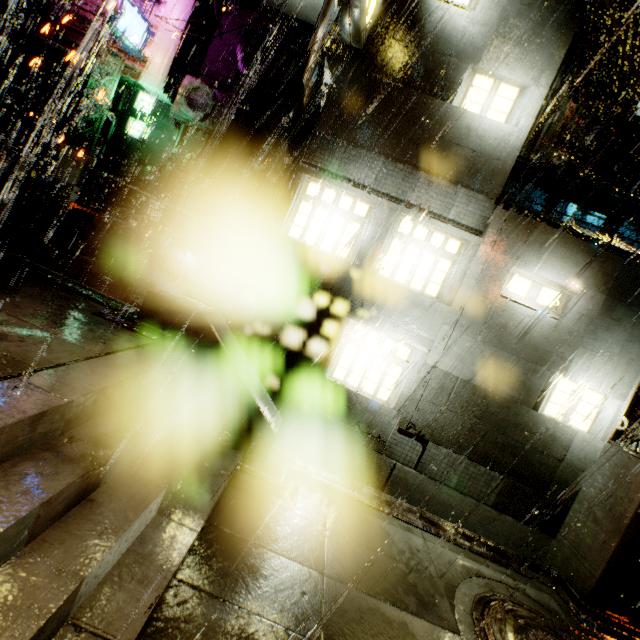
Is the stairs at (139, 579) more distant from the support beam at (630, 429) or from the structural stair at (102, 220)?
the support beam at (630, 429)

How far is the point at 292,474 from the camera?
6.2 meters

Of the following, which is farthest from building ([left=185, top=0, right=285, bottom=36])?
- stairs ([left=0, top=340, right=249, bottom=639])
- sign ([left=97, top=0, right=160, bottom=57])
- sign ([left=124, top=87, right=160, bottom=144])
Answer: stairs ([left=0, top=340, right=249, bottom=639])

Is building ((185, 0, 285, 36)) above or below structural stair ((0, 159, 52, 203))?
above

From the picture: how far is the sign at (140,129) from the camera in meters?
16.5

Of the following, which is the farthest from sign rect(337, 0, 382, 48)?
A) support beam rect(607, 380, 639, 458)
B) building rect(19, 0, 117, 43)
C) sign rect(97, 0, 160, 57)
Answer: sign rect(97, 0, 160, 57)

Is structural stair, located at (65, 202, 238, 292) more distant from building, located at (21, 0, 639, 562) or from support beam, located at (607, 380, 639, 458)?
support beam, located at (607, 380, 639, 458)

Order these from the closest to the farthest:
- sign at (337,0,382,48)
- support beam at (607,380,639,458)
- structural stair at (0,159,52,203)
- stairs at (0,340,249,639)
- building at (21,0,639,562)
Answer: stairs at (0,340,249,639) → support beam at (607,380,639,458) → sign at (337,0,382,48) → building at (21,0,639,562) → structural stair at (0,159,52,203)
